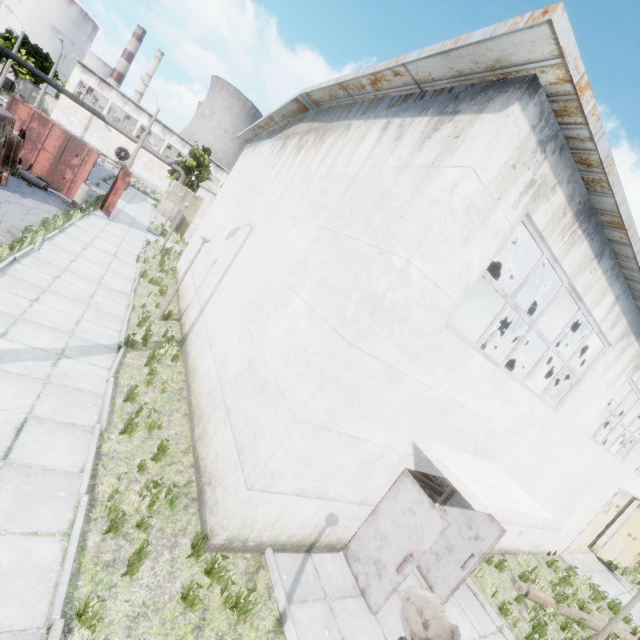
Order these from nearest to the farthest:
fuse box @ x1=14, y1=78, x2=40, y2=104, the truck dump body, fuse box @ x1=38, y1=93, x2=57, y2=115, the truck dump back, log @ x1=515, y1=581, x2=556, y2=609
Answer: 1. log @ x1=515, y1=581, x2=556, y2=609
2. the truck dump body
3. the truck dump back
4. fuse box @ x1=14, y1=78, x2=40, y2=104
5. fuse box @ x1=38, y1=93, x2=57, y2=115

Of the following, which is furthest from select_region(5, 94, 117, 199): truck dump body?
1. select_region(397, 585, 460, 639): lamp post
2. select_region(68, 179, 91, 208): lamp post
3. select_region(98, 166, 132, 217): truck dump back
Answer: select_region(397, 585, 460, 639): lamp post

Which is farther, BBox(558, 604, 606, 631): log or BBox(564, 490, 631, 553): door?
BBox(564, 490, 631, 553): door

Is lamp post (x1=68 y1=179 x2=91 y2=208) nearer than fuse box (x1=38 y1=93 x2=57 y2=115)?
Yes

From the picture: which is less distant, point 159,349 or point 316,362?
point 316,362

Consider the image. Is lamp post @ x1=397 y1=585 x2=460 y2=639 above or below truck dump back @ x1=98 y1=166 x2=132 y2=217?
above

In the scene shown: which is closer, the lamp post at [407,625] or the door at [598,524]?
the lamp post at [407,625]

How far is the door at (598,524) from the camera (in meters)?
14.37
